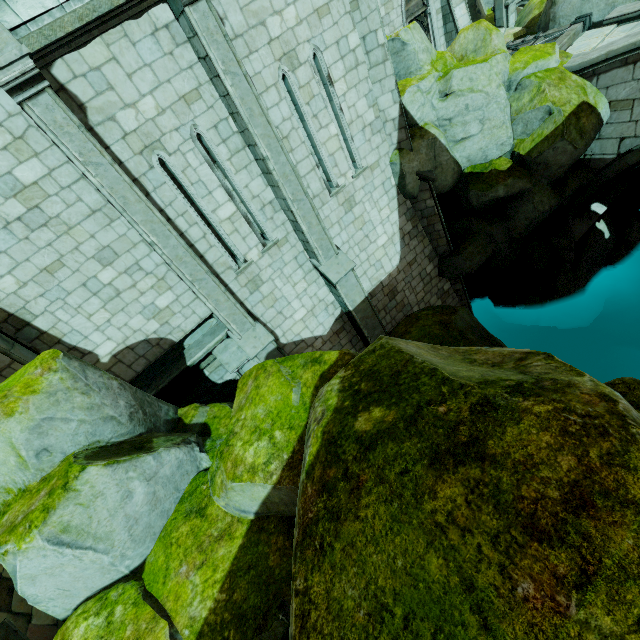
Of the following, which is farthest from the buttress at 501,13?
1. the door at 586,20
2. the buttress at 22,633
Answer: the buttress at 22,633

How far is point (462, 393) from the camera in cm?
258

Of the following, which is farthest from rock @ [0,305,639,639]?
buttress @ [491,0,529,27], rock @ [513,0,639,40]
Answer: buttress @ [491,0,529,27]

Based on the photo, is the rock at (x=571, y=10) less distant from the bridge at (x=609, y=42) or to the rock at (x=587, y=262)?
the bridge at (x=609, y=42)

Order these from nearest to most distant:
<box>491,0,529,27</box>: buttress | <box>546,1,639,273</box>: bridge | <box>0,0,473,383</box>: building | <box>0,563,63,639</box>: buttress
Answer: <box>0,563,63,639</box>: buttress < <box>0,0,473,383</box>: building < <box>546,1,639,273</box>: bridge < <box>491,0,529,27</box>: buttress

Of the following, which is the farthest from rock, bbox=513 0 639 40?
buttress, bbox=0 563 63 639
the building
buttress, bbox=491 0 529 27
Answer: buttress, bbox=0 563 63 639

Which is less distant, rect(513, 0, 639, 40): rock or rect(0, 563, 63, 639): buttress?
rect(0, 563, 63, 639): buttress

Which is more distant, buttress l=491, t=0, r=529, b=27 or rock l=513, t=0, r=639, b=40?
buttress l=491, t=0, r=529, b=27
